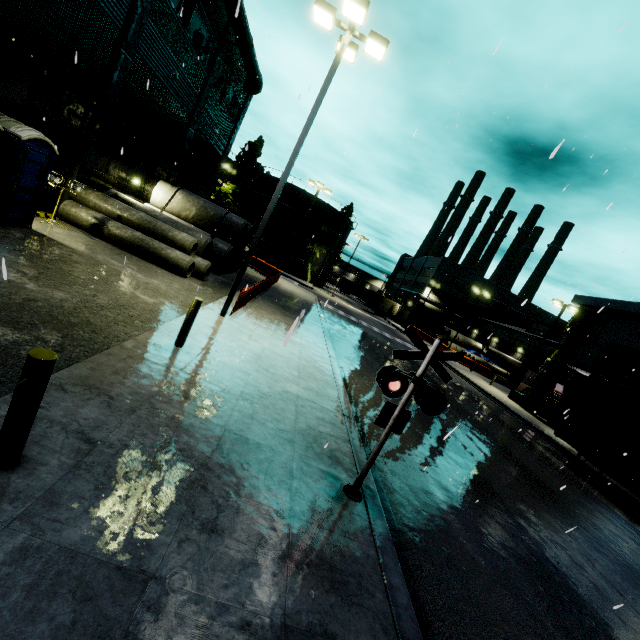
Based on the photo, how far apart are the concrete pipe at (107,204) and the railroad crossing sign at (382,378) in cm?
1185

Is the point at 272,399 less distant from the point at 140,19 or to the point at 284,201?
the point at 140,19

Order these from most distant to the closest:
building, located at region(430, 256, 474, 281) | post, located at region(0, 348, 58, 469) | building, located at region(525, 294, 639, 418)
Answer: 1. building, located at region(430, 256, 474, 281)
2. building, located at region(525, 294, 639, 418)
3. post, located at region(0, 348, 58, 469)

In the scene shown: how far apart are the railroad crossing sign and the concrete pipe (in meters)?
11.85

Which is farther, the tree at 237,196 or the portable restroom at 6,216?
the tree at 237,196

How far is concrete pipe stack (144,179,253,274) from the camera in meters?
19.1

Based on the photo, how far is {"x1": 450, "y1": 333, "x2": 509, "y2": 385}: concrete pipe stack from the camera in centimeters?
4341cm

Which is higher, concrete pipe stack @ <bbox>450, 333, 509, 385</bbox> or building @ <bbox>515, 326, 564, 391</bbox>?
building @ <bbox>515, 326, 564, 391</bbox>
